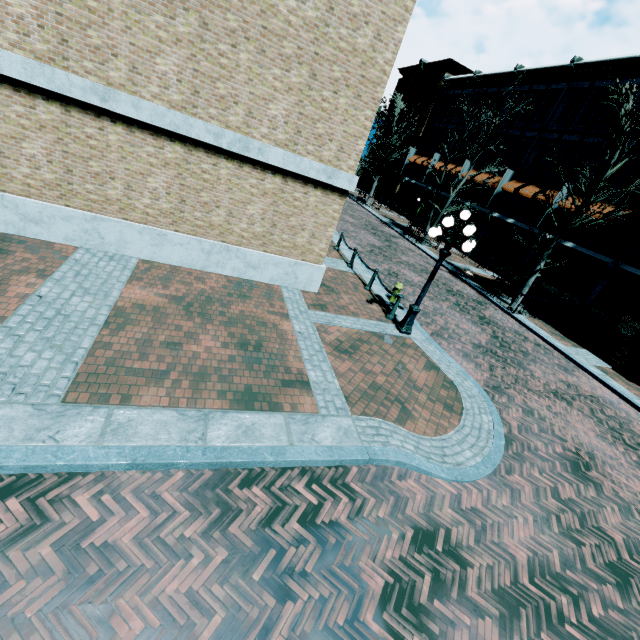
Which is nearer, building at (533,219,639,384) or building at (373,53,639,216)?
building at (533,219,639,384)

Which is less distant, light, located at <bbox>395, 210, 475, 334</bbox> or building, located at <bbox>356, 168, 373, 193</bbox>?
light, located at <bbox>395, 210, 475, 334</bbox>

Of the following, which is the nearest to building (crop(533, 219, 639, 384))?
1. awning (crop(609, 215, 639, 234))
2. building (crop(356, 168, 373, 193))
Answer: awning (crop(609, 215, 639, 234))

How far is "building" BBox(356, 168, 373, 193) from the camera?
45.1m

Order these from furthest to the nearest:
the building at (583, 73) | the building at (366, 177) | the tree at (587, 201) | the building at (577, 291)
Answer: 1. the building at (366, 177)
2. the building at (583, 73)
3. the building at (577, 291)
4. the tree at (587, 201)

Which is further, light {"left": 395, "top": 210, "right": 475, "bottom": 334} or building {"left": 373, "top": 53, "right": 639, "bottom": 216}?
building {"left": 373, "top": 53, "right": 639, "bottom": 216}

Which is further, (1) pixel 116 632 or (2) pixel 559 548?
(2) pixel 559 548

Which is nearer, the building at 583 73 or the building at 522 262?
the building at 583 73
